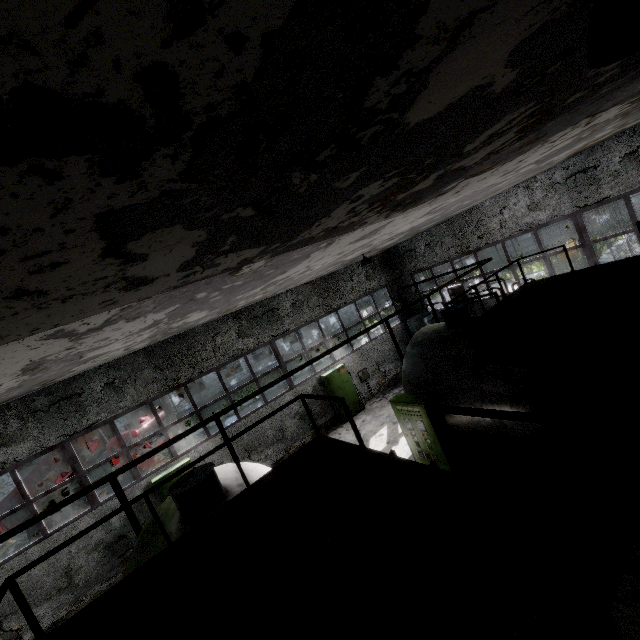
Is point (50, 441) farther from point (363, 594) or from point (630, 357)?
point (630, 357)

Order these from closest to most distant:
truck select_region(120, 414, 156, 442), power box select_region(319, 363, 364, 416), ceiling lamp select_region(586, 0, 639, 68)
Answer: ceiling lamp select_region(586, 0, 639, 68), power box select_region(319, 363, 364, 416), truck select_region(120, 414, 156, 442)

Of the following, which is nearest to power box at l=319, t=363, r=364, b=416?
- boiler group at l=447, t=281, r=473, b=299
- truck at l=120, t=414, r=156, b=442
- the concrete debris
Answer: boiler group at l=447, t=281, r=473, b=299

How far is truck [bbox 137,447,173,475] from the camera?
15.9m

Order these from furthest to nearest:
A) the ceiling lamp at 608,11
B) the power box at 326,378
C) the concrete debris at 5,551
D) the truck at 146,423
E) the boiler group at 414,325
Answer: the boiler group at 414,325, the concrete debris at 5,551, the truck at 146,423, the power box at 326,378, the ceiling lamp at 608,11

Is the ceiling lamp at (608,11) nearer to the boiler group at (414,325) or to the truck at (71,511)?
the boiler group at (414,325)

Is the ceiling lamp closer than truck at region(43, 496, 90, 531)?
Yes

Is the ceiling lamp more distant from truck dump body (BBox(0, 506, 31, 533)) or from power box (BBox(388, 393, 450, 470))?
truck dump body (BBox(0, 506, 31, 533))
